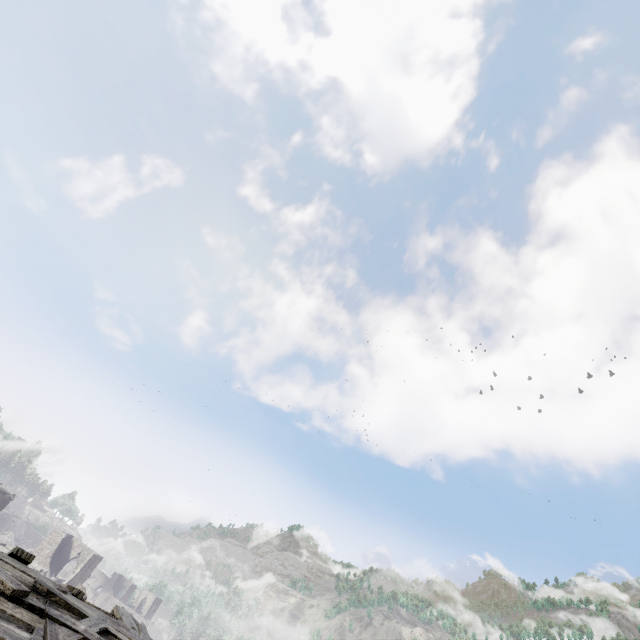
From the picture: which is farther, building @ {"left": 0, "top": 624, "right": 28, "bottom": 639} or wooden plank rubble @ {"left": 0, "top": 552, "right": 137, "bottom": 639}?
wooden plank rubble @ {"left": 0, "top": 552, "right": 137, "bottom": 639}

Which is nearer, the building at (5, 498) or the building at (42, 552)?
the building at (42, 552)

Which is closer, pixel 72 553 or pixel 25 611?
pixel 25 611

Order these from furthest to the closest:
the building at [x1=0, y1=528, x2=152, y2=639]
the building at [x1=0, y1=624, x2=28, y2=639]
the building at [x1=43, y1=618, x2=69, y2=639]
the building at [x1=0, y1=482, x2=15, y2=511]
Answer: the building at [x1=0, y1=482, x2=15, y2=511]
the building at [x1=0, y1=528, x2=152, y2=639]
the building at [x1=43, y1=618, x2=69, y2=639]
the building at [x1=0, y1=624, x2=28, y2=639]

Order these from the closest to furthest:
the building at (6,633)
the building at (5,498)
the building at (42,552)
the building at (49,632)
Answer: the building at (6,633) < the building at (49,632) < the building at (42,552) < the building at (5,498)

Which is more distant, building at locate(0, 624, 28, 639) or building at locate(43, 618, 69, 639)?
building at locate(43, 618, 69, 639)

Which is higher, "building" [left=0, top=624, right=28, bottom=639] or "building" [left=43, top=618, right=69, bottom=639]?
"building" [left=0, top=624, right=28, bottom=639]
